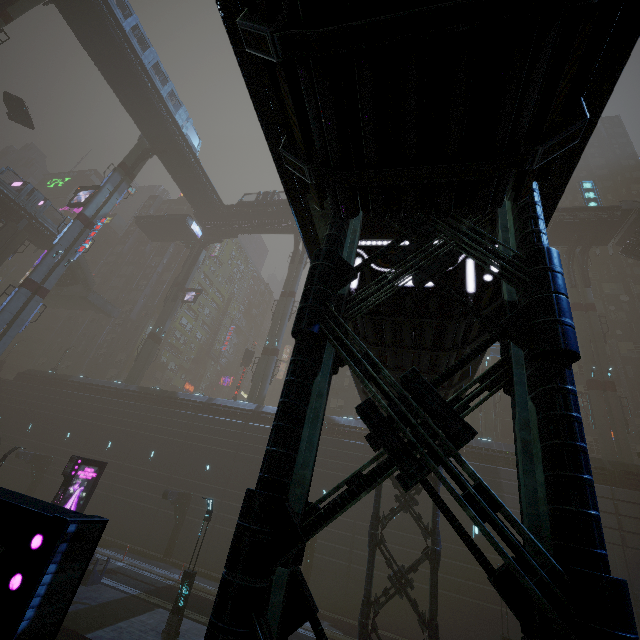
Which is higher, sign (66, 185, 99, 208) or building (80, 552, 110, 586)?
sign (66, 185, 99, 208)

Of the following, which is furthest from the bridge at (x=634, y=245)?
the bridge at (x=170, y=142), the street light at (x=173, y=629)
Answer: the street light at (x=173, y=629)

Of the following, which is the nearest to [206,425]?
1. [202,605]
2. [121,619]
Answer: [202,605]

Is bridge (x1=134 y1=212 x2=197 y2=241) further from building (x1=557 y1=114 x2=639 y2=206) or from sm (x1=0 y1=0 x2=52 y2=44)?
building (x1=557 y1=114 x2=639 y2=206)

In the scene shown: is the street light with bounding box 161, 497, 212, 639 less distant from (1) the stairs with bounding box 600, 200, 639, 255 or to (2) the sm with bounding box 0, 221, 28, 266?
(2) the sm with bounding box 0, 221, 28, 266

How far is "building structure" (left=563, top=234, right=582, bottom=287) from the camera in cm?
3587

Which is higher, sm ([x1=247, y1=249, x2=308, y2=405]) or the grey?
the grey

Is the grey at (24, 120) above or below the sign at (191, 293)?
above
